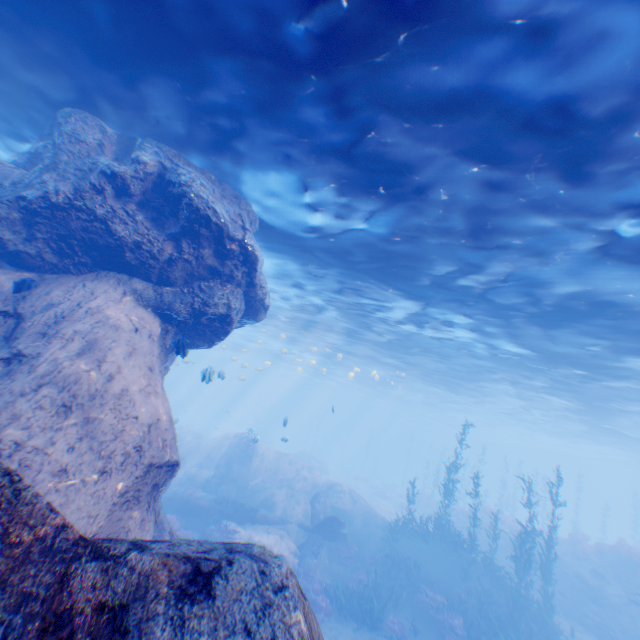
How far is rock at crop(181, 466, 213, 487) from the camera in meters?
21.6 m

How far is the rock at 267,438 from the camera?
19.1 meters

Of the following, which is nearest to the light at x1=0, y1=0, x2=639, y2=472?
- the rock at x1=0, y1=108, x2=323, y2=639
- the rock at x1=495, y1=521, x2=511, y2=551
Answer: the rock at x1=0, y1=108, x2=323, y2=639

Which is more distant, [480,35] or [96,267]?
[96,267]

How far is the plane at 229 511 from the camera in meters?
17.2

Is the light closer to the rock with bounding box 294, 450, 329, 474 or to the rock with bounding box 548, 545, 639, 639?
the rock with bounding box 294, 450, 329, 474

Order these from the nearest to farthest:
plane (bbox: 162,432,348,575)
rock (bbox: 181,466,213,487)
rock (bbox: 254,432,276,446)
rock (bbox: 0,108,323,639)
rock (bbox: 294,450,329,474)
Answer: rock (bbox: 0,108,323,639) < plane (bbox: 162,432,348,575) < rock (bbox: 254,432,276,446) < rock (bbox: 181,466,213,487) < rock (bbox: 294,450,329,474)
